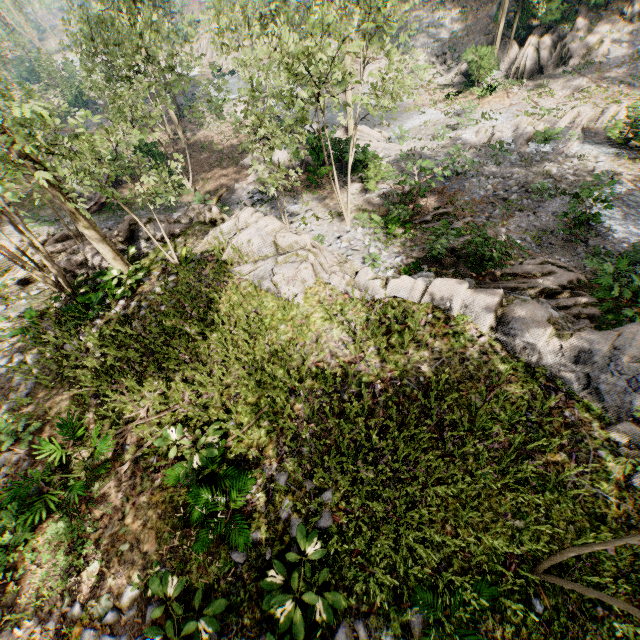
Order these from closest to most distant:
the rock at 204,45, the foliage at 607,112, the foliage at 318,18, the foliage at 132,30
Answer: the foliage at 132,30 → the foliage at 318,18 → the foliage at 607,112 → the rock at 204,45

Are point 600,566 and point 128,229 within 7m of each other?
no

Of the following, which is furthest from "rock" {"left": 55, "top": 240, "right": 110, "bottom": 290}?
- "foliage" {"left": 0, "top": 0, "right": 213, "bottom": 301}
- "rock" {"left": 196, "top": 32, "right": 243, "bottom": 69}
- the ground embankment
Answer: "rock" {"left": 196, "top": 32, "right": 243, "bottom": 69}

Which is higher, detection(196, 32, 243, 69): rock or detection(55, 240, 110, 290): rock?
detection(55, 240, 110, 290): rock

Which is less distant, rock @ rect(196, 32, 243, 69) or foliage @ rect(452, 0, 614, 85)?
foliage @ rect(452, 0, 614, 85)

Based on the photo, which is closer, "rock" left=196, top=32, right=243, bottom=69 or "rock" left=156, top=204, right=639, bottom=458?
"rock" left=156, top=204, right=639, bottom=458

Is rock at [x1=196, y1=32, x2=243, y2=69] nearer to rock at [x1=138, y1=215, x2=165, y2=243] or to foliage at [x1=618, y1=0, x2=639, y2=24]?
foliage at [x1=618, y1=0, x2=639, y2=24]

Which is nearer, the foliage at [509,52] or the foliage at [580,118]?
the foliage at [580,118]
